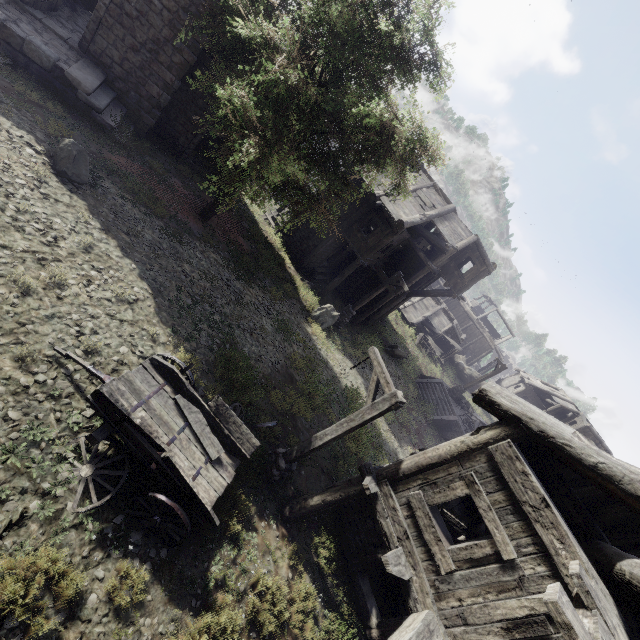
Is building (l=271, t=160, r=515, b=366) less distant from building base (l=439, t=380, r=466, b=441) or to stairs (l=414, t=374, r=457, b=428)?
stairs (l=414, t=374, r=457, b=428)

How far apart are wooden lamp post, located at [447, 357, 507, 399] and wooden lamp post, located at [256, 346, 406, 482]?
19.90m

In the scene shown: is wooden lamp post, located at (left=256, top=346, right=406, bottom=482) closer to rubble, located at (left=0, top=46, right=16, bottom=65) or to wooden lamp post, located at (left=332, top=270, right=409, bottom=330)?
wooden lamp post, located at (left=332, top=270, right=409, bottom=330)

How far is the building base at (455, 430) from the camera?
23.0 meters

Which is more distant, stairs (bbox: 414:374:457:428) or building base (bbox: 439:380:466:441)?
stairs (bbox: 414:374:457:428)

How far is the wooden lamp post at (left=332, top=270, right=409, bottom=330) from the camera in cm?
1790

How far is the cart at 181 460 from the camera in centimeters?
525cm

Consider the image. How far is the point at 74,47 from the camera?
12.5 meters
